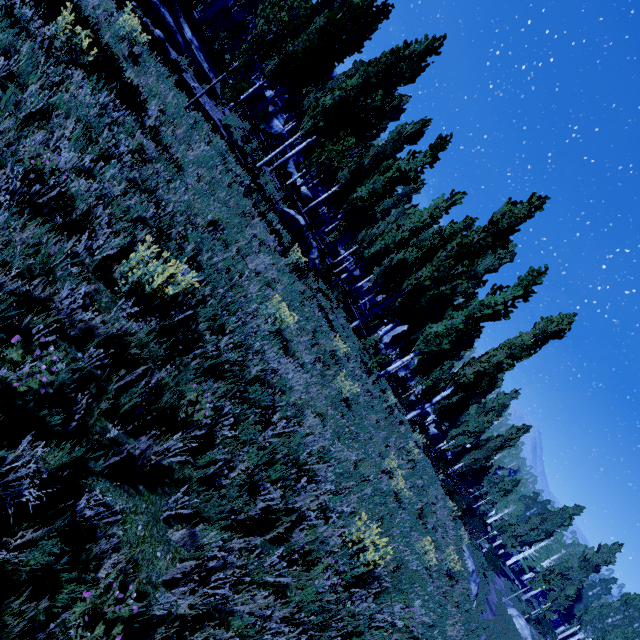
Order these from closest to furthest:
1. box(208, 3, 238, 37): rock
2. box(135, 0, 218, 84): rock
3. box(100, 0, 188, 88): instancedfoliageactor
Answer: box(100, 0, 188, 88): instancedfoliageactor
box(135, 0, 218, 84): rock
box(208, 3, 238, 37): rock

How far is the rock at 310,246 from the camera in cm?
1335

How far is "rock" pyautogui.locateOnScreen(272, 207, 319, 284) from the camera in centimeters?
1335cm

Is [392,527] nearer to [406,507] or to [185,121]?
[406,507]

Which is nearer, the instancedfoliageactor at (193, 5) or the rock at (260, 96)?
the instancedfoliageactor at (193, 5)

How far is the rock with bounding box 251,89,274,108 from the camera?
25.0 meters

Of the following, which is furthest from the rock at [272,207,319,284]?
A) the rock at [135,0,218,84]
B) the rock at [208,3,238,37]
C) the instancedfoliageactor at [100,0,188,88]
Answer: the rock at [208,3,238,37]

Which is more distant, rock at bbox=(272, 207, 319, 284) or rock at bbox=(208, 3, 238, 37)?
rock at bbox=(208, 3, 238, 37)
